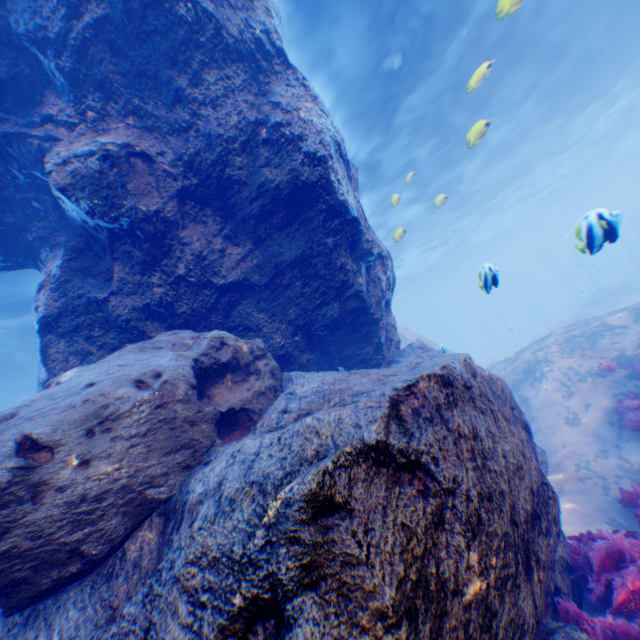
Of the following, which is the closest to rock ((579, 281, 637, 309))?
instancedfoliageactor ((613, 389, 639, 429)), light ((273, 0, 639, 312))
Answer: light ((273, 0, 639, 312))

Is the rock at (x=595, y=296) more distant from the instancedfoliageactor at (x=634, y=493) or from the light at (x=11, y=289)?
the instancedfoliageactor at (x=634, y=493)

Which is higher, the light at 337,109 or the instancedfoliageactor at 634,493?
the light at 337,109

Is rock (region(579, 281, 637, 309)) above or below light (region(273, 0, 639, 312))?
below

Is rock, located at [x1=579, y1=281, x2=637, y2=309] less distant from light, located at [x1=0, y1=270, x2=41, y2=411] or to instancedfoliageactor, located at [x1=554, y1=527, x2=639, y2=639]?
light, located at [x1=0, y1=270, x2=41, y2=411]

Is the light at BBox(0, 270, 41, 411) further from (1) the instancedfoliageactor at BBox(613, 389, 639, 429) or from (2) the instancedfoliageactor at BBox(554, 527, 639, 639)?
(2) the instancedfoliageactor at BBox(554, 527, 639, 639)

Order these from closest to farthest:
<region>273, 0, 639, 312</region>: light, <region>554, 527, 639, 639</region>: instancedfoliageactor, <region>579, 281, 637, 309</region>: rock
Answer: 1. <region>554, 527, 639, 639</region>: instancedfoliageactor
2. <region>273, 0, 639, 312</region>: light
3. <region>579, 281, 637, 309</region>: rock

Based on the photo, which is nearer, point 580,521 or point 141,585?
point 141,585
